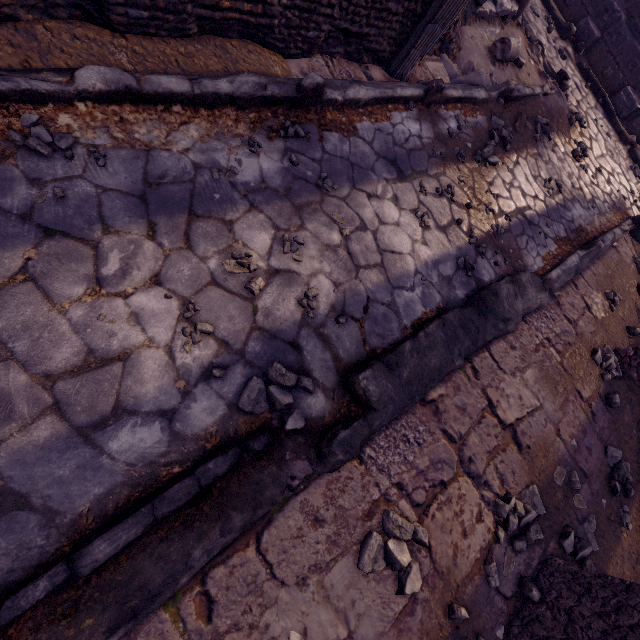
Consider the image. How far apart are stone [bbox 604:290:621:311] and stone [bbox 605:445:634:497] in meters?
2.0

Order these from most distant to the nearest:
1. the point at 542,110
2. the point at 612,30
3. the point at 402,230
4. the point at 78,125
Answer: the point at 612,30 < the point at 542,110 < the point at 402,230 < the point at 78,125

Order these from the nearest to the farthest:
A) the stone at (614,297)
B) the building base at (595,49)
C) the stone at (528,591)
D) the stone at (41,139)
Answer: the stone at (41,139) → the stone at (528,591) → the stone at (614,297) → the building base at (595,49)

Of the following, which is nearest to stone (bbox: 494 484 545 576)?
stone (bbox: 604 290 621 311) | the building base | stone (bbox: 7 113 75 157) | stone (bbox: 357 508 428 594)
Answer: stone (bbox: 357 508 428 594)

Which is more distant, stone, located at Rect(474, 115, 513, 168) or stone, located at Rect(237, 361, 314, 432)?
stone, located at Rect(474, 115, 513, 168)

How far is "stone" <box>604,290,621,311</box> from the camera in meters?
4.3 m

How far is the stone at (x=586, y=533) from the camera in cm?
263

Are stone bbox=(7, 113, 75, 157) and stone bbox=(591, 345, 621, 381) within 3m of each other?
no
